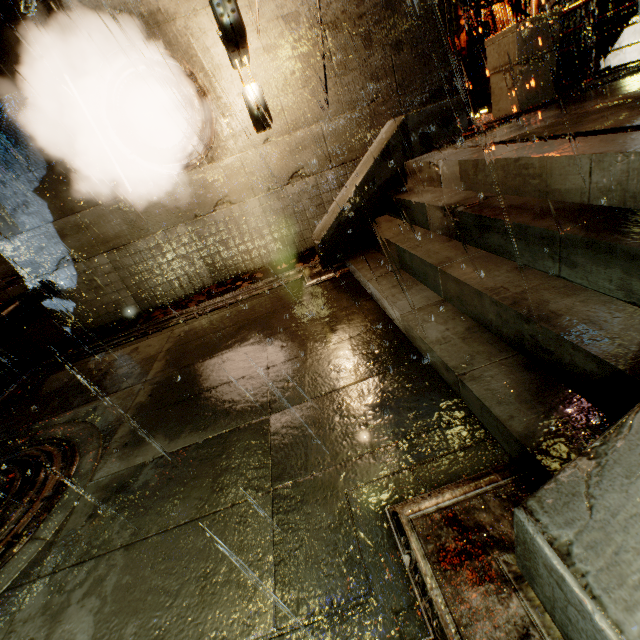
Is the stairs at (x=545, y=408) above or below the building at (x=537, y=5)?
below

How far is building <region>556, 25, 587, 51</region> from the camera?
8.4 meters

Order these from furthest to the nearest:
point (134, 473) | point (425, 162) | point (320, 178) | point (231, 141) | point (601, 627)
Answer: point (320, 178)
point (231, 141)
point (425, 162)
point (134, 473)
point (601, 627)

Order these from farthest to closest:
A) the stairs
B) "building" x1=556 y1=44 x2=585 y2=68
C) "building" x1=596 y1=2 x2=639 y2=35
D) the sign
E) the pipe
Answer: "building" x1=556 y1=44 x2=585 y2=68
"building" x1=596 y1=2 x2=639 y2=35
the pipe
the sign
the stairs

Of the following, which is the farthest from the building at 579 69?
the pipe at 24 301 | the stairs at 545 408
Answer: the stairs at 545 408

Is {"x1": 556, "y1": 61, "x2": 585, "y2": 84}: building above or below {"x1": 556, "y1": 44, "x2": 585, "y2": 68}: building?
below
